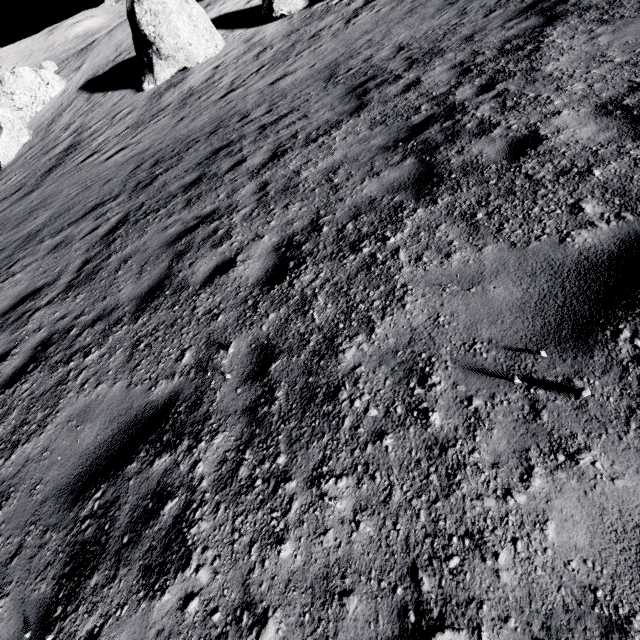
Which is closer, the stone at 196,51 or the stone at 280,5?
the stone at 196,51

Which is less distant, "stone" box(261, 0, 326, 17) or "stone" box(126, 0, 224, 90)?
"stone" box(126, 0, 224, 90)

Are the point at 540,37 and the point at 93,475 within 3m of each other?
no
